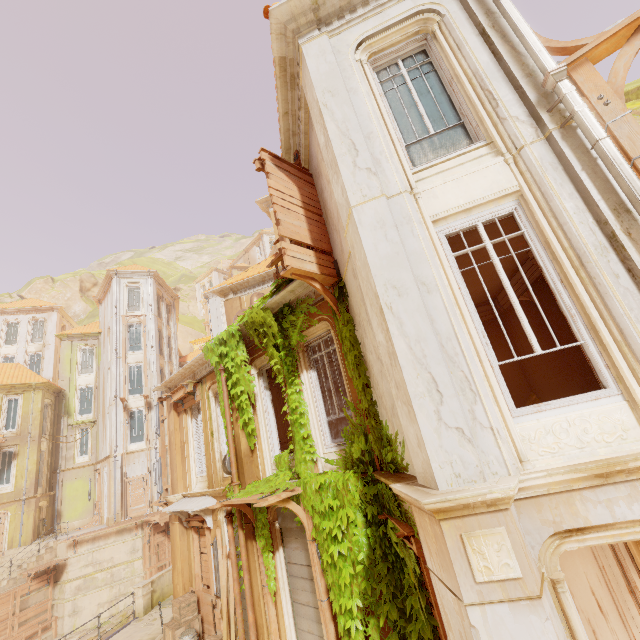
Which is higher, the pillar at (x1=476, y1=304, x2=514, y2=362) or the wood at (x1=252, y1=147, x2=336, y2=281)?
the wood at (x1=252, y1=147, x2=336, y2=281)

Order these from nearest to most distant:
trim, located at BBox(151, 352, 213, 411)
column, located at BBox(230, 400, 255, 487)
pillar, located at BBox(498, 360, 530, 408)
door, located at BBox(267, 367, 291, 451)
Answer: column, located at BBox(230, 400, 255, 487), pillar, located at BBox(498, 360, 530, 408), door, located at BBox(267, 367, 291, 451), trim, located at BBox(151, 352, 213, 411)

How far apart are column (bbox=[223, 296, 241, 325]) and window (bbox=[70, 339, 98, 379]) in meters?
23.2

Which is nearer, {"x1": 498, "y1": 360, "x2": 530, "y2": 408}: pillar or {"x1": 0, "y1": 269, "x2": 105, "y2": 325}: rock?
{"x1": 498, "y1": 360, "x2": 530, "y2": 408}: pillar

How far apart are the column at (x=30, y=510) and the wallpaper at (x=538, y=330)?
31.9m

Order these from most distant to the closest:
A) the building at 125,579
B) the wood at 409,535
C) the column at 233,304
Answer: the building at 125,579, the column at 233,304, the wood at 409,535

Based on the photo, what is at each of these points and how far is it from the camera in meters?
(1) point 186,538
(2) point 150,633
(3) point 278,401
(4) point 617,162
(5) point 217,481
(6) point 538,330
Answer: (1) column, 12.0
(2) building, 12.4
(3) door, 11.8
(4) pipe, 3.6
(5) window, 10.9
(6) wallpaper, 8.8

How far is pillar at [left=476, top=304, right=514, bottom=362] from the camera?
10.8 meters
